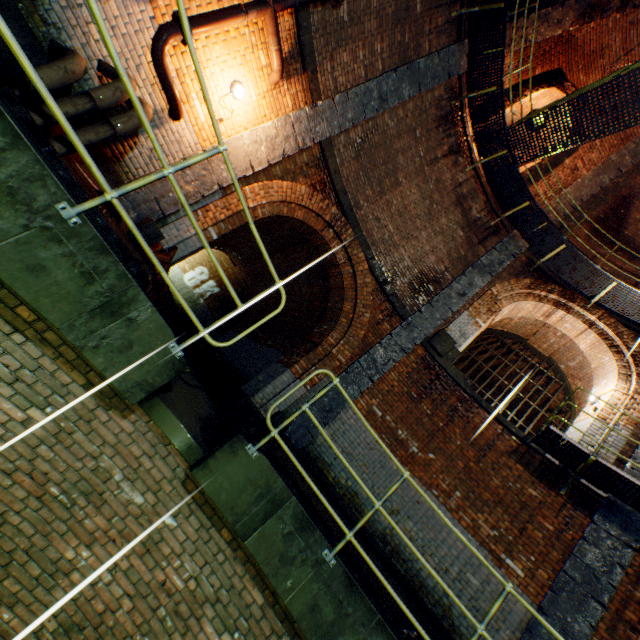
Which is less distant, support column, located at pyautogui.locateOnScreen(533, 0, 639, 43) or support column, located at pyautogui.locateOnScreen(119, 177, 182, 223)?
support column, located at pyautogui.locateOnScreen(119, 177, 182, 223)

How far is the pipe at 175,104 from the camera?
4.4 meters

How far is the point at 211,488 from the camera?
3.4 meters

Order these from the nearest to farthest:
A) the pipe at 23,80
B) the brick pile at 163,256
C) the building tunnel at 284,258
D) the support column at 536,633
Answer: the pipe at 23,80 < the support column at 536,633 < the brick pile at 163,256 < the building tunnel at 284,258

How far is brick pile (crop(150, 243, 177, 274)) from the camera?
5.8 meters

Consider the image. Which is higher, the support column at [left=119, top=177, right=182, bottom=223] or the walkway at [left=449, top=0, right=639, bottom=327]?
the walkway at [left=449, top=0, right=639, bottom=327]

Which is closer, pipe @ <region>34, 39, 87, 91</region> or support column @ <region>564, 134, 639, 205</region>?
pipe @ <region>34, 39, 87, 91</region>

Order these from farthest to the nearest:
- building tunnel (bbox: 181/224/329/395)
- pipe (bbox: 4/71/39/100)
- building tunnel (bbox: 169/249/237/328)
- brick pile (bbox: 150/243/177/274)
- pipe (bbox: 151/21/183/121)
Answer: building tunnel (bbox: 169/249/237/328), building tunnel (bbox: 181/224/329/395), brick pile (bbox: 150/243/177/274), pipe (bbox: 151/21/183/121), pipe (bbox: 4/71/39/100)
